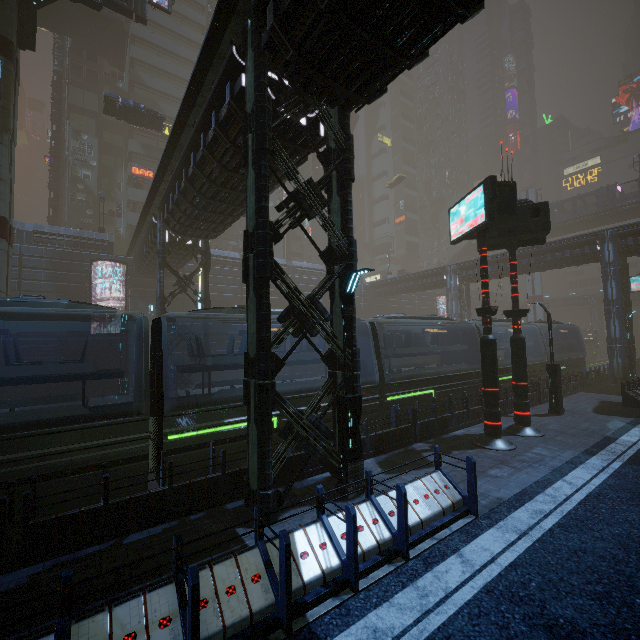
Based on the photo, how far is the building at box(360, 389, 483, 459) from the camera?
10.75m

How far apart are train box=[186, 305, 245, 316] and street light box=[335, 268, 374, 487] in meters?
4.0 m

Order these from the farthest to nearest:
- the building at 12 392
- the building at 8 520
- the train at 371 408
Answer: the building at 12 392, the train at 371 408, the building at 8 520

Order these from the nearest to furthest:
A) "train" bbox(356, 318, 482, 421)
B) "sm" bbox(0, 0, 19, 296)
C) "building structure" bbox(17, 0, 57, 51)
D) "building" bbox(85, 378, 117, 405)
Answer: "train" bbox(356, 318, 482, 421) < "sm" bbox(0, 0, 19, 296) < "building structure" bbox(17, 0, 57, 51) < "building" bbox(85, 378, 117, 405)

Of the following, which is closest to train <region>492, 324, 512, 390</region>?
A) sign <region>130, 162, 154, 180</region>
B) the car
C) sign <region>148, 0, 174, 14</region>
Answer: the car

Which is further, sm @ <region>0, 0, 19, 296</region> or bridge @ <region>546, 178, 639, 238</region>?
bridge @ <region>546, 178, 639, 238</region>

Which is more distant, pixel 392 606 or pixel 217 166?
pixel 217 166

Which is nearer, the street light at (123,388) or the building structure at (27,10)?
the building structure at (27,10)
